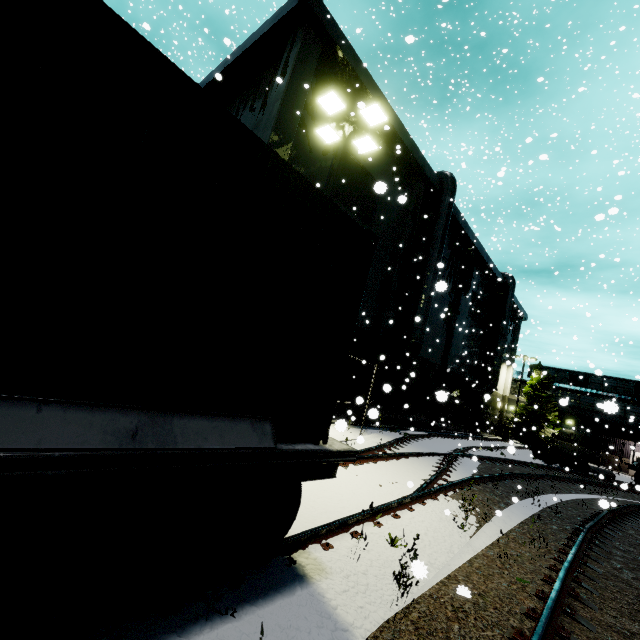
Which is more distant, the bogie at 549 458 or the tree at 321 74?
the bogie at 549 458

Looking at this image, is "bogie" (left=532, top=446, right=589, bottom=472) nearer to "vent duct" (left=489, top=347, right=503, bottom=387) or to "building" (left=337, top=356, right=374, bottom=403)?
"building" (left=337, top=356, right=374, bottom=403)

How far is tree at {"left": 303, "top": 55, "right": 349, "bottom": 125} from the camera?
13.42m

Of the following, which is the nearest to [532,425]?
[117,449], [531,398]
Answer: [531,398]

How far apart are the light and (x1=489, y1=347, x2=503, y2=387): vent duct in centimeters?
2615cm

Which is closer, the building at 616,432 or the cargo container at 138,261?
the cargo container at 138,261

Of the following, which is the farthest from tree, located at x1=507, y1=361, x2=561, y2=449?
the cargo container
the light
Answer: the light

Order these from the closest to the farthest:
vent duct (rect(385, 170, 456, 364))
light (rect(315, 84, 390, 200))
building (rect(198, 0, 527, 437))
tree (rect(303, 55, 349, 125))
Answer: light (rect(315, 84, 390, 200))
building (rect(198, 0, 527, 437))
tree (rect(303, 55, 349, 125))
vent duct (rect(385, 170, 456, 364))
